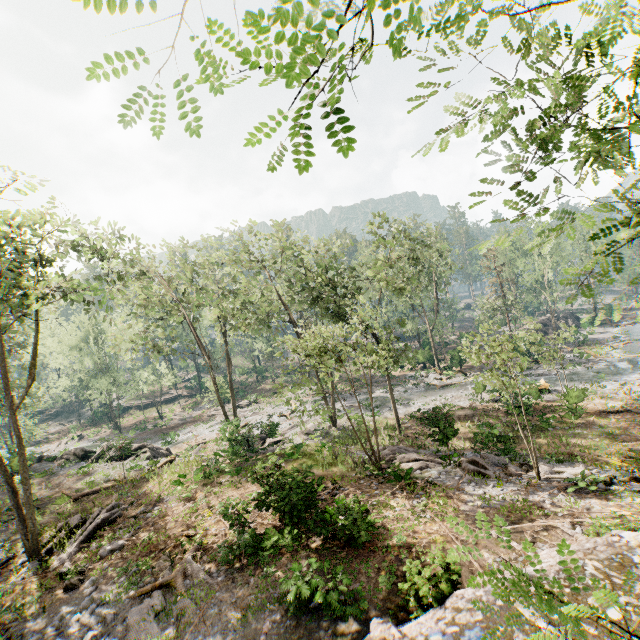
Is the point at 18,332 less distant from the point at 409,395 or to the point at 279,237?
the point at 279,237

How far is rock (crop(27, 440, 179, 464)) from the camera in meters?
21.9 m

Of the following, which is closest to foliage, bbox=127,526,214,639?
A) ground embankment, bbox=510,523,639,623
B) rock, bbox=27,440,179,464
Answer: rock, bbox=27,440,179,464

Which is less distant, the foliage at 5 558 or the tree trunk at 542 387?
the foliage at 5 558

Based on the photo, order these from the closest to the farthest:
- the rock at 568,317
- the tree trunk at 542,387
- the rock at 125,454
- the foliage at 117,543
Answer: the foliage at 117,543 → the rock at 125,454 → the tree trunk at 542,387 → the rock at 568,317

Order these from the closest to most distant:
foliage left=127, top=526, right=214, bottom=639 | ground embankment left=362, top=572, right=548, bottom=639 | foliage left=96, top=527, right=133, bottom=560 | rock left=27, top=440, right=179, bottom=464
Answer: ground embankment left=362, top=572, right=548, bottom=639 → foliage left=127, top=526, right=214, bottom=639 → foliage left=96, top=527, right=133, bottom=560 → rock left=27, top=440, right=179, bottom=464

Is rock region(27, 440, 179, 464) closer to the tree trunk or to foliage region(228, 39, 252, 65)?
foliage region(228, 39, 252, 65)

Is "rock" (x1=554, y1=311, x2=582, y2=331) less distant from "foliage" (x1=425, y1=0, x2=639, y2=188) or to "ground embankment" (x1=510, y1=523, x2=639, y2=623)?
"foliage" (x1=425, y1=0, x2=639, y2=188)
